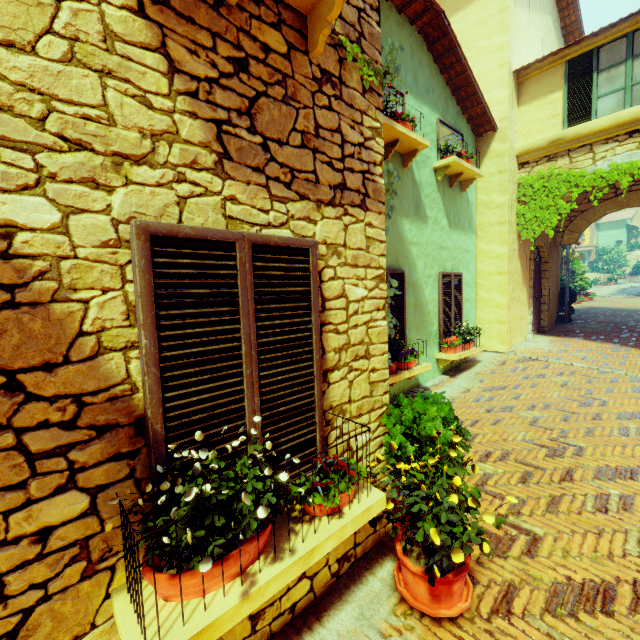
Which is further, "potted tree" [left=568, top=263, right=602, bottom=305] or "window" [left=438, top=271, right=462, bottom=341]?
"potted tree" [left=568, top=263, right=602, bottom=305]

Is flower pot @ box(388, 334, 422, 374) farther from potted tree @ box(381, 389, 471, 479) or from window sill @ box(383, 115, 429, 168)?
window sill @ box(383, 115, 429, 168)

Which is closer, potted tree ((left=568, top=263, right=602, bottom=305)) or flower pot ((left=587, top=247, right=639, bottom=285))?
potted tree ((left=568, top=263, right=602, bottom=305))

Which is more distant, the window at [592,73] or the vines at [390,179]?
the window at [592,73]

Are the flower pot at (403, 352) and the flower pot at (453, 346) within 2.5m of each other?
yes

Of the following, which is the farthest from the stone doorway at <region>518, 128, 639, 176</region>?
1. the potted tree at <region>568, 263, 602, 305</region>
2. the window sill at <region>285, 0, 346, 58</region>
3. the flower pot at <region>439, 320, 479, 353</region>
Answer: the potted tree at <region>568, 263, 602, 305</region>

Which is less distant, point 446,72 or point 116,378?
point 116,378

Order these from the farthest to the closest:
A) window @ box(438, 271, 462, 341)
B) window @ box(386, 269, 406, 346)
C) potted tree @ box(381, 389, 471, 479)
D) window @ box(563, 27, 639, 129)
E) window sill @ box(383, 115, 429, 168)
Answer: window @ box(438, 271, 462, 341) < window @ box(563, 27, 639, 129) < window @ box(386, 269, 406, 346) < window sill @ box(383, 115, 429, 168) < potted tree @ box(381, 389, 471, 479)
